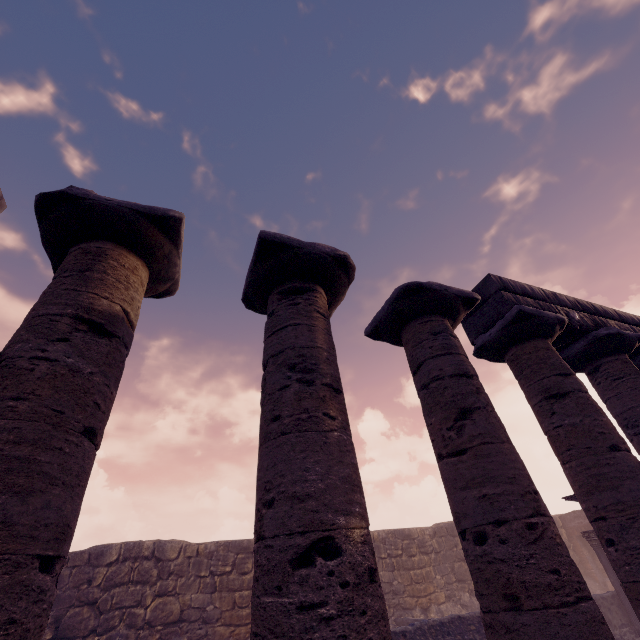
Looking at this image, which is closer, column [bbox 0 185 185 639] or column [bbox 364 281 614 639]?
column [bbox 0 185 185 639]

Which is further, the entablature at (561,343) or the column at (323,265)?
the entablature at (561,343)

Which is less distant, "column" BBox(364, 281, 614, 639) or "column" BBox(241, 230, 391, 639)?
"column" BBox(241, 230, 391, 639)

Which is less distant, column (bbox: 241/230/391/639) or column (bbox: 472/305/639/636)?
column (bbox: 241/230/391/639)

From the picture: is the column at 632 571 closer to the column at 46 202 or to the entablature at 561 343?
the entablature at 561 343

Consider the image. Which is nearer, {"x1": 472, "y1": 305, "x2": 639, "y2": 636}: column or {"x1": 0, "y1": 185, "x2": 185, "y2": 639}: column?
{"x1": 0, "y1": 185, "x2": 185, "y2": 639}: column

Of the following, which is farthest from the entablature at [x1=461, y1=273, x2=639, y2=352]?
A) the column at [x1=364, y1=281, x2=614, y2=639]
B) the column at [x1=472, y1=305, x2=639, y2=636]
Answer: the column at [x1=364, y1=281, x2=614, y2=639]

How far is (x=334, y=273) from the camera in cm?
422
